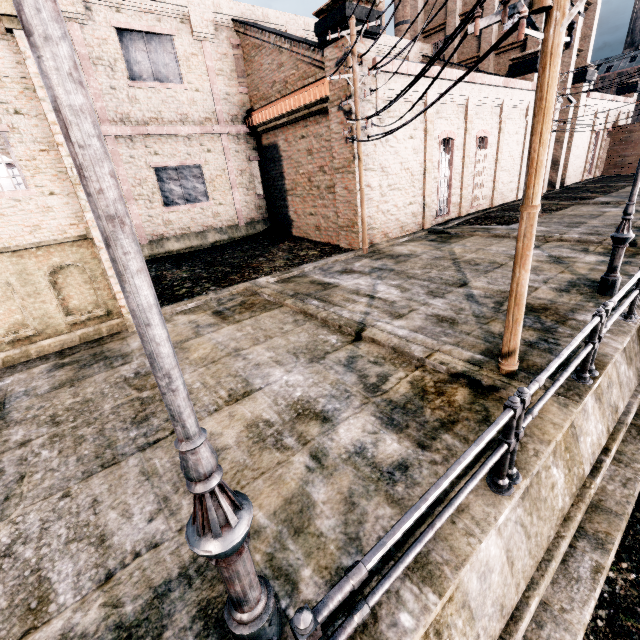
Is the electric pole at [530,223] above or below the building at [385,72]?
below

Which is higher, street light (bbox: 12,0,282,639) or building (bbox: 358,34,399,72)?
building (bbox: 358,34,399,72)

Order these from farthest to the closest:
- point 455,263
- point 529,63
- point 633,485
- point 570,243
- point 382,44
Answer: point 382,44 → point 529,63 → point 570,243 → point 455,263 → point 633,485

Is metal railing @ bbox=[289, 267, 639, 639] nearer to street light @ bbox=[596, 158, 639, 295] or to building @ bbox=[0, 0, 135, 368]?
street light @ bbox=[596, 158, 639, 295]

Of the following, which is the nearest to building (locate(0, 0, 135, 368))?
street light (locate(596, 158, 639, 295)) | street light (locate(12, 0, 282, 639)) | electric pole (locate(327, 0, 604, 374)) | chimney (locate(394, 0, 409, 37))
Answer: electric pole (locate(327, 0, 604, 374))

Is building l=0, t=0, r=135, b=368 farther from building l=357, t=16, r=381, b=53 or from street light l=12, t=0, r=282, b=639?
street light l=12, t=0, r=282, b=639

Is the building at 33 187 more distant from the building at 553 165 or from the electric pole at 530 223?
the electric pole at 530 223

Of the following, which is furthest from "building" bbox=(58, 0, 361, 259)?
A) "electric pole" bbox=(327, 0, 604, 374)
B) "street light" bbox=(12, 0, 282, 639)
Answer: "street light" bbox=(12, 0, 282, 639)
